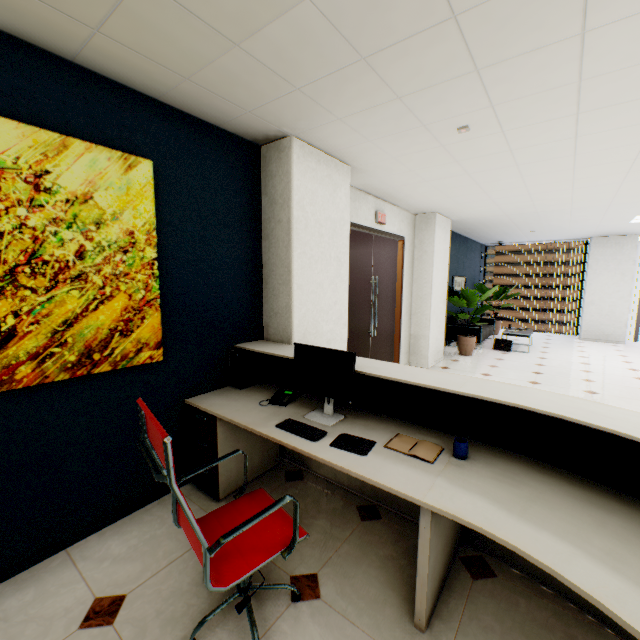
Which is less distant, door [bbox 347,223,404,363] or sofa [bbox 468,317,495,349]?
door [bbox 347,223,404,363]

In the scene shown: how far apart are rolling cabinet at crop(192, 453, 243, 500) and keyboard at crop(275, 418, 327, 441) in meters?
0.6

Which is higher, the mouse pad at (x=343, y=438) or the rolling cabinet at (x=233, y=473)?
the mouse pad at (x=343, y=438)

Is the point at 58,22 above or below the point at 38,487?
above

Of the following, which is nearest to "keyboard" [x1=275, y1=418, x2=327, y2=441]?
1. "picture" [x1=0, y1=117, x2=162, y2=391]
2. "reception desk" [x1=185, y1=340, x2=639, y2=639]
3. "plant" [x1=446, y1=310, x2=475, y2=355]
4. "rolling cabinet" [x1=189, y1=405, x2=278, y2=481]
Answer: "reception desk" [x1=185, y1=340, x2=639, y2=639]

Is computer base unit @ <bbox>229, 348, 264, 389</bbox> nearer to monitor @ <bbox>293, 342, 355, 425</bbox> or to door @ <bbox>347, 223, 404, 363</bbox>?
monitor @ <bbox>293, 342, 355, 425</bbox>

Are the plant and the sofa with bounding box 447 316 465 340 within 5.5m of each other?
yes

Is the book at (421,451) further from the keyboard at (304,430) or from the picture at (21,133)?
the picture at (21,133)
